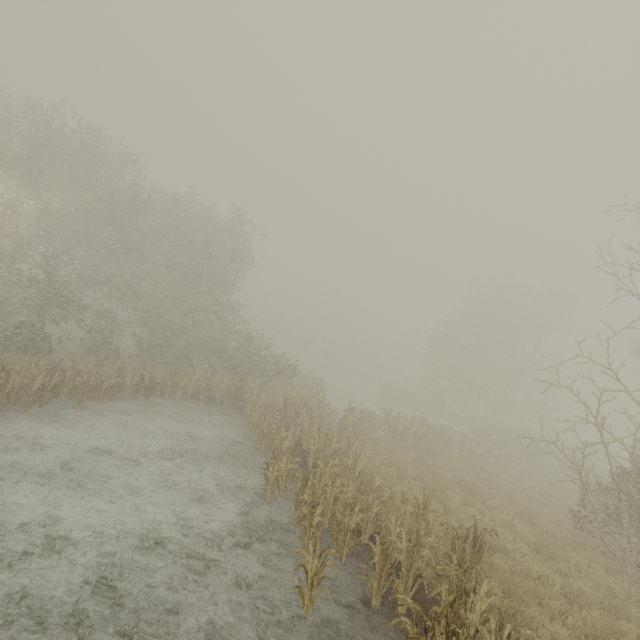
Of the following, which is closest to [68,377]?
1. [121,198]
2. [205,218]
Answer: [121,198]
